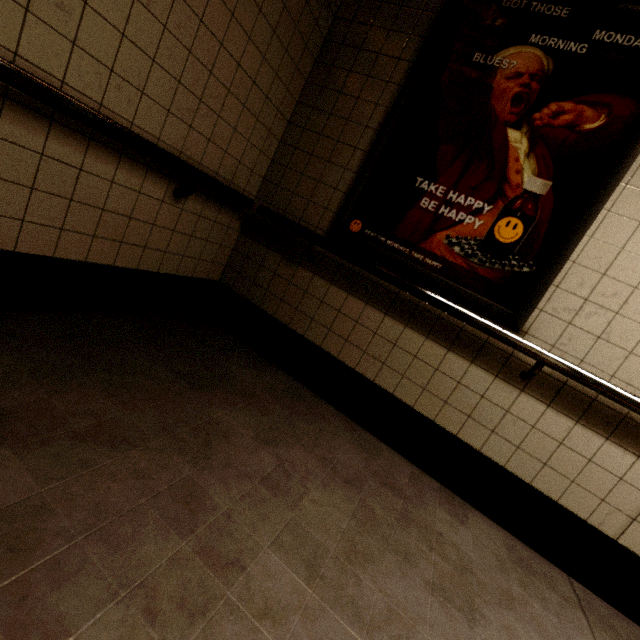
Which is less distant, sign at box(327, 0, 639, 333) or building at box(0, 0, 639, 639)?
building at box(0, 0, 639, 639)

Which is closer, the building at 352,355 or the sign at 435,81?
the building at 352,355

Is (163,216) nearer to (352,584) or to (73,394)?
(73,394)
